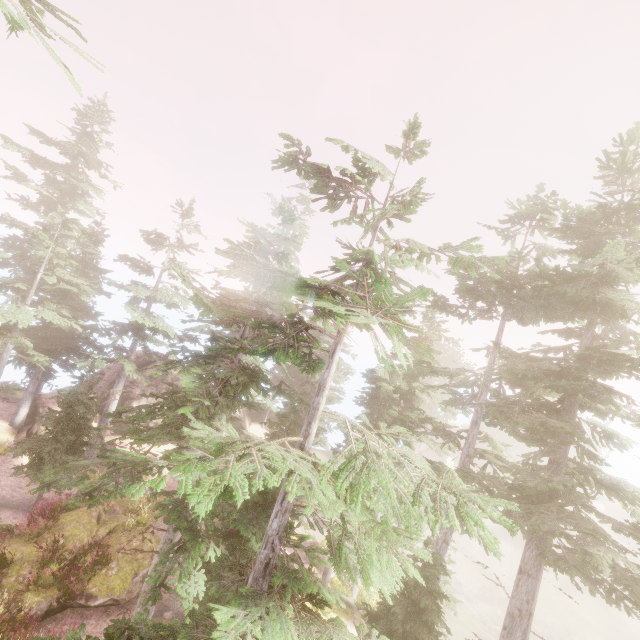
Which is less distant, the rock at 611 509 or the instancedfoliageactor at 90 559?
the instancedfoliageactor at 90 559

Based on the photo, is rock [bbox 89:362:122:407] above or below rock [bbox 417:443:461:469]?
above

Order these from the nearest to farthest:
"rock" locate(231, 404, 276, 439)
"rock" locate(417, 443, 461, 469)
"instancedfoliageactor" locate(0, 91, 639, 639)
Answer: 1. "instancedfoliageactor" locate(0, 91, 639, 639)
2. "rock" locate(231, 404, 276, 439)
3. "rock" locate(417, 443, 461, 469)

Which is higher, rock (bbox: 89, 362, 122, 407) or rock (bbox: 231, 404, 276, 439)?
rock (bbox: 89, 362, 122, 407)

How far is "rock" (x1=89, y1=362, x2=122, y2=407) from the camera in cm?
2762

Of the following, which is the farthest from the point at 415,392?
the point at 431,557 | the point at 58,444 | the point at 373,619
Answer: the point at 58,444

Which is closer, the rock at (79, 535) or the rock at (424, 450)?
the rock at (79, 535)
